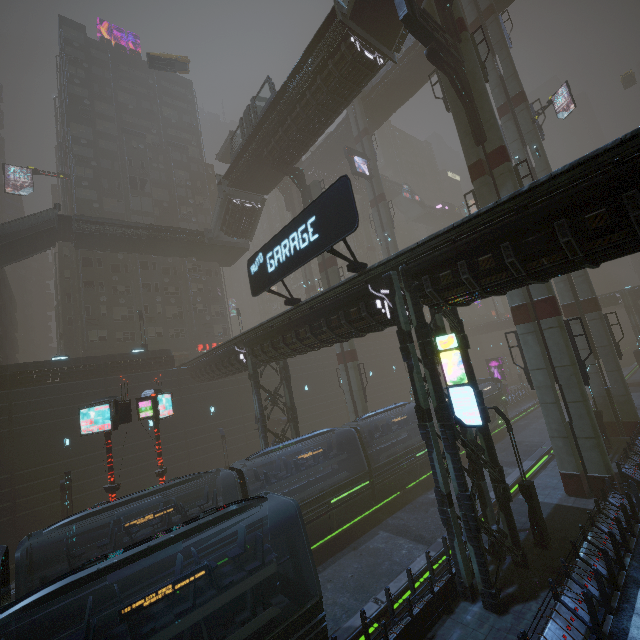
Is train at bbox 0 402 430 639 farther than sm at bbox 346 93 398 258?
No

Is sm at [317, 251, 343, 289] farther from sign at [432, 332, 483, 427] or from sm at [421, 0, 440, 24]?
sign at [432, 332, 483, 427]

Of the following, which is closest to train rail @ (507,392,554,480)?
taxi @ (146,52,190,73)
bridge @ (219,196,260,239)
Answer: bridge @ (219,196,260,239)

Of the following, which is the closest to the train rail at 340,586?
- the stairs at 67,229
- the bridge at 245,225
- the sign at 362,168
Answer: the stairs at 67,229

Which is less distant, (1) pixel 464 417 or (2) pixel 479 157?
(1) pixel 464 417

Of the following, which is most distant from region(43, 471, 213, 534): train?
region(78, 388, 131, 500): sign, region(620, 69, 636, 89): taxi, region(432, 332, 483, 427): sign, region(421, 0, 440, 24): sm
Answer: region(620, 69, 636, 89): taxi

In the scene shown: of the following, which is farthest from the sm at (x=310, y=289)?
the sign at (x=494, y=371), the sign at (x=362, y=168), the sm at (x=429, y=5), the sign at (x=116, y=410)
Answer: the sign at (x=494, y=371)

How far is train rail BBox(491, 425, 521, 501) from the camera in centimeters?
2025cm
